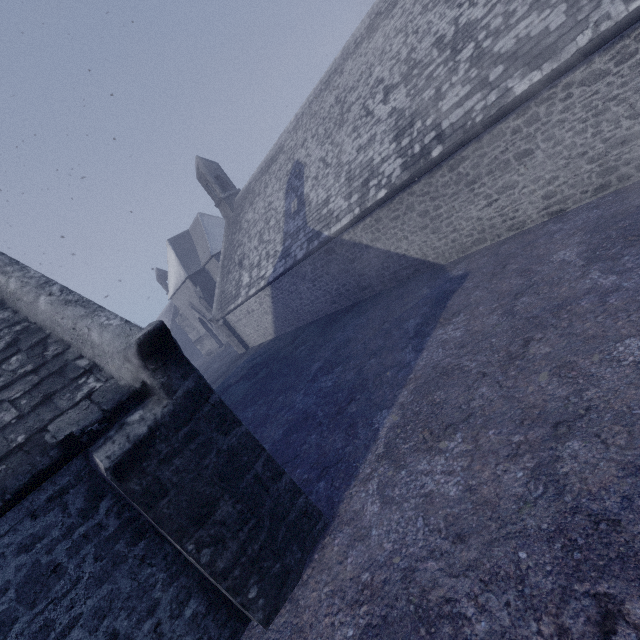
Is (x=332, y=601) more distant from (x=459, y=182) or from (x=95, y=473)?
(x=459, y=182)
